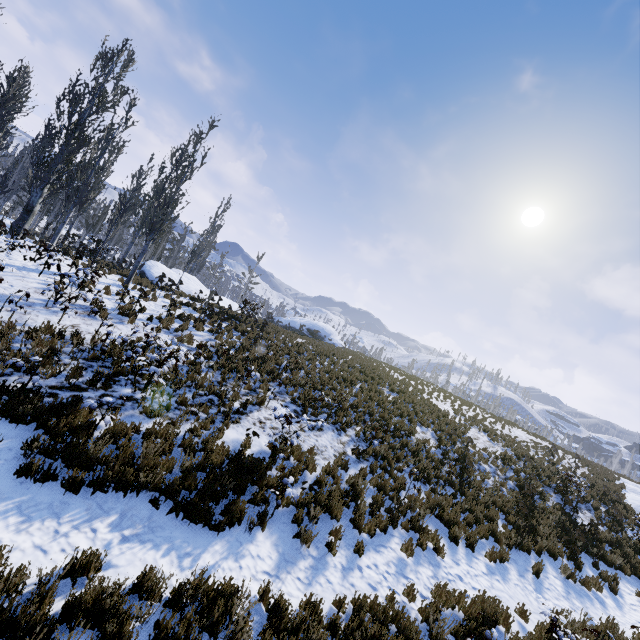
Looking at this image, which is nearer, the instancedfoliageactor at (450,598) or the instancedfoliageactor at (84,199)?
the instancedfoliageactor at (450,598)

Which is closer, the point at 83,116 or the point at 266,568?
the point at 266,568

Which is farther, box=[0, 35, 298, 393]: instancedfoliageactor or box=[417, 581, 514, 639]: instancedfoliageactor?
box=[0, 35, 298, 393]: instancedfoliageactor
